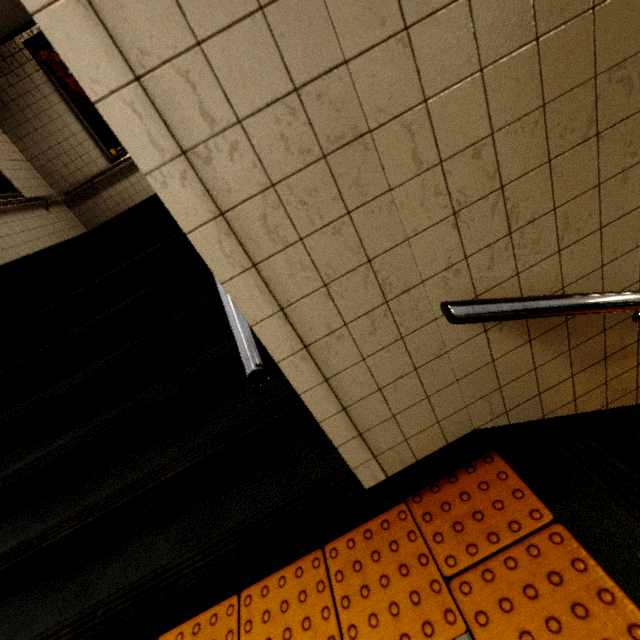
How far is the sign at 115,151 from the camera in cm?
478

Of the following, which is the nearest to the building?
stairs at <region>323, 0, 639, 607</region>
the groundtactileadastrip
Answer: stairs at <region>323, 0, 639, 607</region>

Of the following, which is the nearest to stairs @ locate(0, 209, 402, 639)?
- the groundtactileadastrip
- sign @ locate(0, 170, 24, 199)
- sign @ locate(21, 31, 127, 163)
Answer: the groundtactileadastrip

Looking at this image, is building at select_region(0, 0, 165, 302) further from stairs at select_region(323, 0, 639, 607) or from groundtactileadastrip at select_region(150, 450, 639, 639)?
groundtactileadastrip at select_region(150, 450, 639, 639)

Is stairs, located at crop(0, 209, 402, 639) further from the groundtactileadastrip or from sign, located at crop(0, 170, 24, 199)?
sign, located at crop(0, 170, 24, 199)

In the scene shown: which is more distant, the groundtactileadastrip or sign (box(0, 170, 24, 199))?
sign (box(0, 170, 24, 199))

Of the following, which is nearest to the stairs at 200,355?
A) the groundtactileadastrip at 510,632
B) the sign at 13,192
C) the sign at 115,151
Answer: Result: the groundtactileadastrip at 510,632

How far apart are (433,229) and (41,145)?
7.06m
